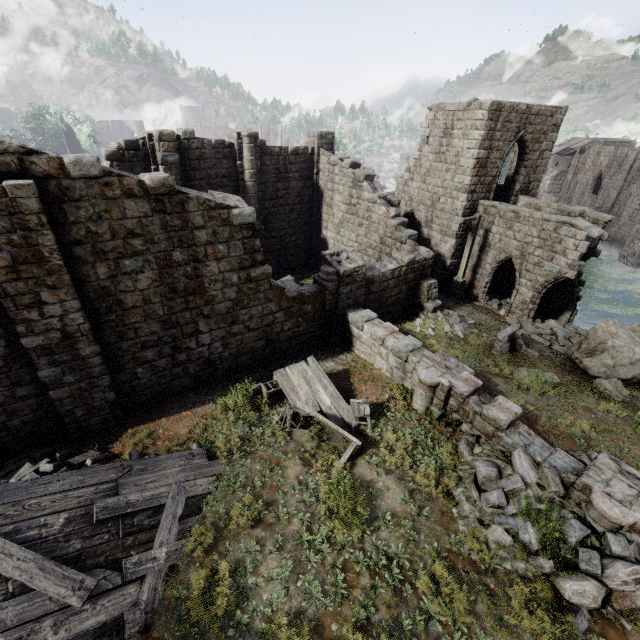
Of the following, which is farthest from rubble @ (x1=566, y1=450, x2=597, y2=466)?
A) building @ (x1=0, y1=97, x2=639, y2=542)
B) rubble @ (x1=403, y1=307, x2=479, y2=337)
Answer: rubble @ (x1=403, y1=307, x2=479, y2=337)

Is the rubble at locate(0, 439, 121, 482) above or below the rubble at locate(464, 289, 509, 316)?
above

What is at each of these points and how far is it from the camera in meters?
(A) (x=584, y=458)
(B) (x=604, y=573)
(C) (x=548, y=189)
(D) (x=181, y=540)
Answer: (A) rubble, 8.0
(B) rubble, 6.0
(C) stone arch, 52.4
(D) wooden plank rubble, 6.7

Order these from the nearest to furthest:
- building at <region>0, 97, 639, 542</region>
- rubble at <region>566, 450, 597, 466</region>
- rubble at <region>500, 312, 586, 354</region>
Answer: building at <region>0, 97, 639, 542</region>, rubble at <region>566, 450, 597, 466</region>, rubble at <region>500, 312, 586, 354</region>

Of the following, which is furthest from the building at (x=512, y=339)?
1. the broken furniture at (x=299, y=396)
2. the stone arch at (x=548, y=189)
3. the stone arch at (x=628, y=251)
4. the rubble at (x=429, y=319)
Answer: the stone arch at (x=548, y=189)

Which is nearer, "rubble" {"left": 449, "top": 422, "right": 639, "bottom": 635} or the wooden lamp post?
"rubble" {"left": 449, "top": 422, "right": 639, "bottom": 635}

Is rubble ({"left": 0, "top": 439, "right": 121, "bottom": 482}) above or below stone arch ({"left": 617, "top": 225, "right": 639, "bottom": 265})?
above

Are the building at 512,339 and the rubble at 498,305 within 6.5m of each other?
yes
